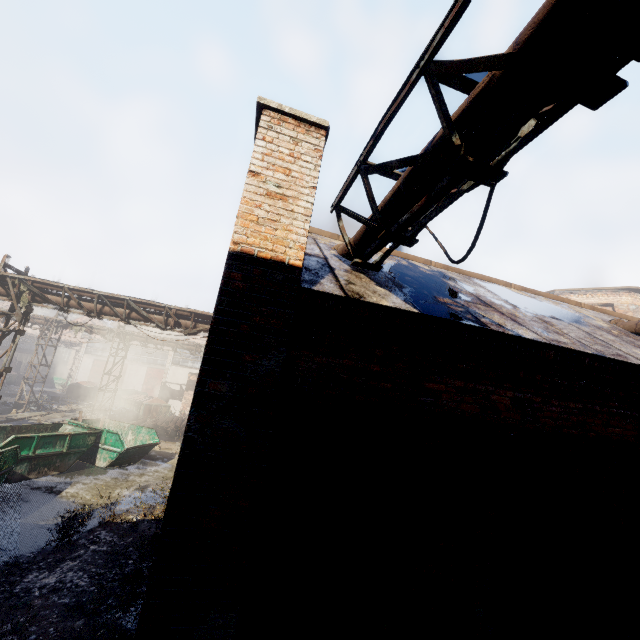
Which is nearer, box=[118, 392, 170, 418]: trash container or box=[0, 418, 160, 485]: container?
box=[0, 418, 160, 485]: container

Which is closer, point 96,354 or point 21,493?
point 21,493

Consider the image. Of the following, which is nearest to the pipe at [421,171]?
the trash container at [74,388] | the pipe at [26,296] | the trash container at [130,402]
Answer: the pipe at [26,296]

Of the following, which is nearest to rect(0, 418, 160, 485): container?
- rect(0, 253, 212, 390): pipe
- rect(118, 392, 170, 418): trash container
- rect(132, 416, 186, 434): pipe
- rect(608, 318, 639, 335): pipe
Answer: rect(0, 253, 212, 390): pipe

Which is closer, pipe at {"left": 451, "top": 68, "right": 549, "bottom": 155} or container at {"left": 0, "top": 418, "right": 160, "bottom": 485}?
pipe at {"left": 451, "top": 68, "right": 549, "bottom": 155}

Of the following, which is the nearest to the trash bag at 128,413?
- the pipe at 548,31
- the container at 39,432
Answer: the container at 39,432

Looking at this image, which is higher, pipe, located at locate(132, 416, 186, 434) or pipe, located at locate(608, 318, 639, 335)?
pipe, located at locate(608, 318, 639, 335)

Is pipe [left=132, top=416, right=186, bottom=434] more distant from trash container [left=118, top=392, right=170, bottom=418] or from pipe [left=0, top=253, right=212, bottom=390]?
pipe [left=0, top=253, right=212, bottom=390]
